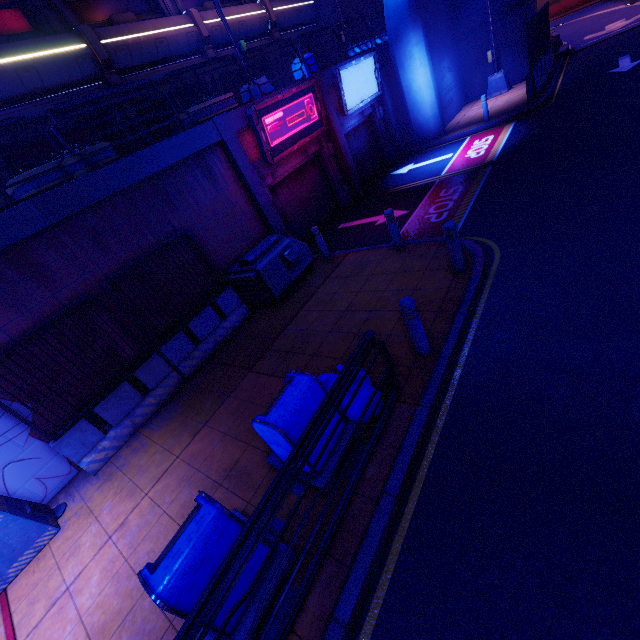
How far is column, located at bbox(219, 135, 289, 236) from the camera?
9.2m

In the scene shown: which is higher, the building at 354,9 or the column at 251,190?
the building at 354,9

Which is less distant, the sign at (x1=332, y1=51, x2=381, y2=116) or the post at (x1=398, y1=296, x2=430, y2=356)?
the post at (x1=398, y1=296, x2=430, y2=356)

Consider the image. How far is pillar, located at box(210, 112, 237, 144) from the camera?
8.7 meters

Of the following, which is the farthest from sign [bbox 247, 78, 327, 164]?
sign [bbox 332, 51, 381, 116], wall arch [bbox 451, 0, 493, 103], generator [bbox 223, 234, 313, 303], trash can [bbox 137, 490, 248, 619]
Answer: wall arch [bbox 451, 0, 493, 103]

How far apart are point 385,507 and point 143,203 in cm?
806

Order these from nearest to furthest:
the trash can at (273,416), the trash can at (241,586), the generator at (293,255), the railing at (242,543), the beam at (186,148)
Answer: the railing at (242,543)
the trash can at (241,586)
the trash can at (273,416)
the beam at (186,148)
the generator at (293,255)

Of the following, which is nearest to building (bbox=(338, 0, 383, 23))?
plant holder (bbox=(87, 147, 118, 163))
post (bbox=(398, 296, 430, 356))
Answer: plant holder (bbox=(87, 147, 118, 163))
